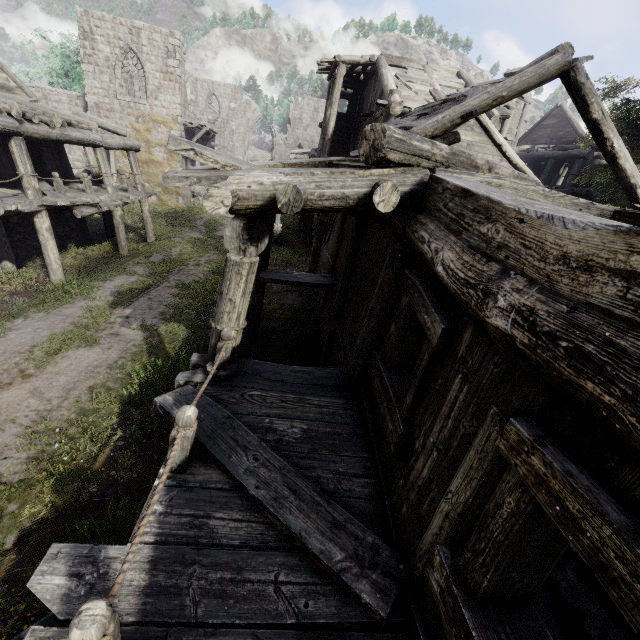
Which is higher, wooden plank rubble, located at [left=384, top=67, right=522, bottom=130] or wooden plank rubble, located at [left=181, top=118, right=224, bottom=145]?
wooden plank rubble, located at [left=384, top=67, right=522, bottom=130]

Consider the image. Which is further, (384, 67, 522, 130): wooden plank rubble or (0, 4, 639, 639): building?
(384, 67, 522, 130): wooden plank rubble

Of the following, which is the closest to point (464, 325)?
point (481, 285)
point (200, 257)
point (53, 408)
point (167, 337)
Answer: point (481, 285)

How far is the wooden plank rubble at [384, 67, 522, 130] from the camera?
8.9m

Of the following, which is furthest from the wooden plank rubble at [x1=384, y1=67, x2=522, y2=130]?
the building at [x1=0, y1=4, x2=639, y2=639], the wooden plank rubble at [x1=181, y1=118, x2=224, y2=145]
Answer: the wooden plank rubble at [x1=181, y1=118, x2=224, y2=145]

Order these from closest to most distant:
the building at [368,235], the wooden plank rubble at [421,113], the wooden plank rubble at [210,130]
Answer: the building at [368,235]
the wooden plank rubble at [421,113]
the wooden plank rubble at [210,130]

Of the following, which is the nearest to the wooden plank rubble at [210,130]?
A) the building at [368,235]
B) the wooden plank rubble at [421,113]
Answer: the building at [368,235]

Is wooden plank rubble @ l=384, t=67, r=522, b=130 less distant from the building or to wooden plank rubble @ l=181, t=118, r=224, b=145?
the building
